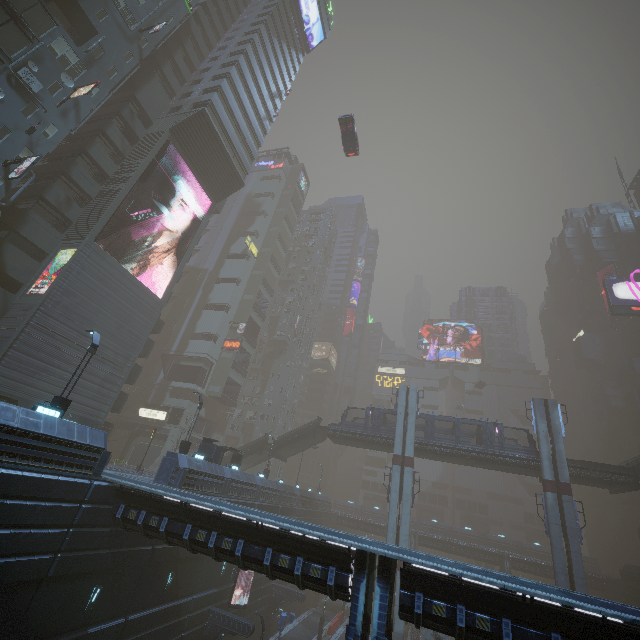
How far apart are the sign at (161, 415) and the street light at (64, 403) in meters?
32.7 m

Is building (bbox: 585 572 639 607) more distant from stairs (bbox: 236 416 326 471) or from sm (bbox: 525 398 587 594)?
stairs (bbox: 236 416 326 471)

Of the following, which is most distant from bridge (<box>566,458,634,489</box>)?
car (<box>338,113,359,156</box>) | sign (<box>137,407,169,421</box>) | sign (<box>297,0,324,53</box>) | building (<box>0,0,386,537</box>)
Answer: sign (<box>297,0,324,53</box>)

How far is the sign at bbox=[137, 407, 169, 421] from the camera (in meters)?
47.31

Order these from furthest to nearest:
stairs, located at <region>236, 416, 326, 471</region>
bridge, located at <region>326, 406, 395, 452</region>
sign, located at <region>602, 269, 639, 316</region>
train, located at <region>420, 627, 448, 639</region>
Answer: sign, located at <region>602, 269, 639, 316</region> → stairs, located at <region>236, 416, 326, 471</region> → bridge, located at <region>326, 406, 395, 452</region> → train, located at <region>420, 627, 448, 639</region>

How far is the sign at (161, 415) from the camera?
47.3m

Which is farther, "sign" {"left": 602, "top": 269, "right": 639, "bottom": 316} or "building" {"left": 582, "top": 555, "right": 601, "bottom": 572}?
"building" {"left": 582, "top": 555, "right": 601, "bottom": 572}

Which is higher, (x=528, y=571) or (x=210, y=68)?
(x=210, y=68)
